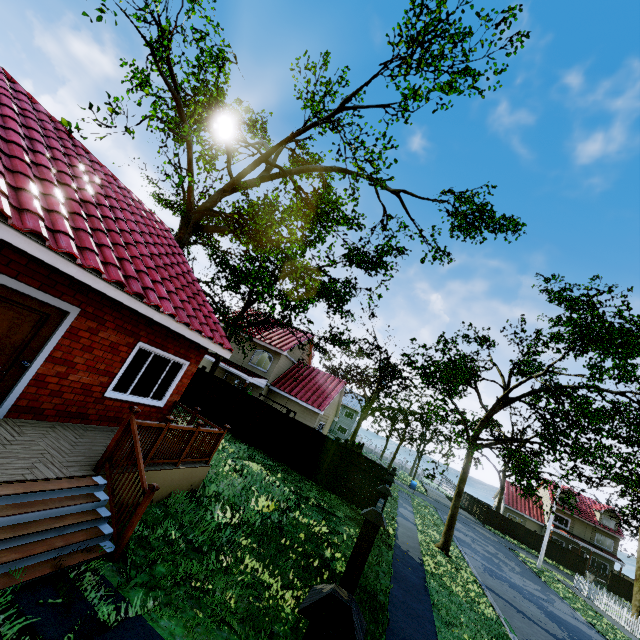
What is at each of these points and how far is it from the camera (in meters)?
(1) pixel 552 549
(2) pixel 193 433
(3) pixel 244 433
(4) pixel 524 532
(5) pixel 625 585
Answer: (1) fence, 39.81
(2) wooden rail, 7.55
(3) fence, 17.36
(4) fence, 41.03
(5) fence, 37.19

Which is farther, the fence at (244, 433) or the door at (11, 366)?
the fence at (244, 433)

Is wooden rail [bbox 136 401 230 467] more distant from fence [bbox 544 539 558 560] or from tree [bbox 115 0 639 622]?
tree [bbox 115 0 639 622]

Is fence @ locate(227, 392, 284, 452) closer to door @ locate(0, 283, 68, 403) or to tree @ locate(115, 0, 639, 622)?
door @ locate(0, 283, 68, 403)

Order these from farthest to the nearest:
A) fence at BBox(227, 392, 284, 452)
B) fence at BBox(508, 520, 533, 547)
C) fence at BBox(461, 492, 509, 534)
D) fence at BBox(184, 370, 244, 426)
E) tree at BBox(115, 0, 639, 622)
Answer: fence at BBox(461, 492, 509, 534), fence at BBox(508, 520, 533, 547), fence at BBox(184, 370, 244, 426), fence at BBox(227, 392, 284, 452), tree at BBox(115, 0, 639, 622)

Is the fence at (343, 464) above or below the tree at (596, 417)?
below

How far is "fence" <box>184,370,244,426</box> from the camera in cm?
1812
